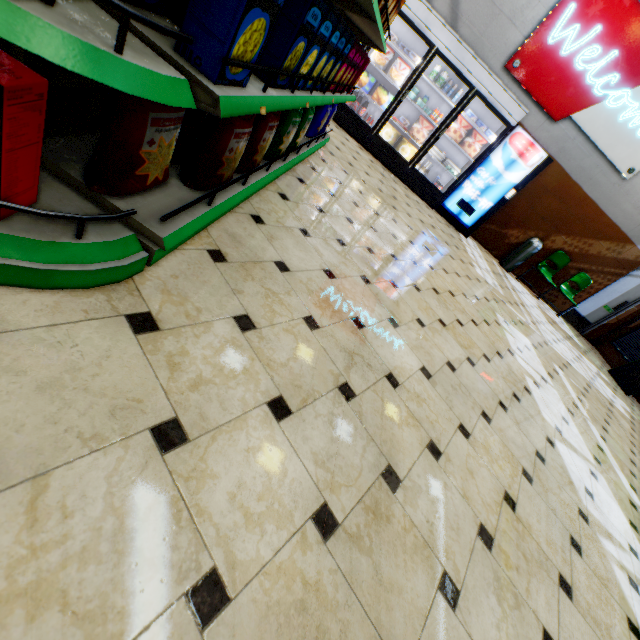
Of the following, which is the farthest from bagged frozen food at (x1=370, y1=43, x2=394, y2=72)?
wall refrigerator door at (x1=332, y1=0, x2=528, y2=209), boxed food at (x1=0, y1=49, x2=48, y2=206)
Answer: boxed food at (x1=0, y1=49, x2=48, y2=206)

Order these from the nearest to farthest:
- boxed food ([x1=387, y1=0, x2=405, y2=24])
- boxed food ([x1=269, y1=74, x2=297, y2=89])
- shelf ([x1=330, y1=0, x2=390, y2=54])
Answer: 1. boxed food ([x1=269, y1=74, x2=297, y2=89])
2. shelf ([x1=330, y1=0, x2=390, y2=54])
3. boxed food ([x1=387, y1=0, x2=405, y2=24])

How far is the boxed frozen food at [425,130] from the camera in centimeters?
654cm

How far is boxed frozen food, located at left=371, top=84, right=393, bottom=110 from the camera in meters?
6.3

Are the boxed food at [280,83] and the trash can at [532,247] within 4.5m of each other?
no

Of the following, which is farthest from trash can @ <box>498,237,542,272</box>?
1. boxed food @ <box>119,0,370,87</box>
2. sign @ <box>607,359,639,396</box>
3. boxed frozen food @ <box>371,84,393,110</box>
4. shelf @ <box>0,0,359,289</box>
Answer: boxed food @ <box>119,0,370,87</box>

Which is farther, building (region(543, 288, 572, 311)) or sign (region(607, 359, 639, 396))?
building (region(543, 288, 572, 311))

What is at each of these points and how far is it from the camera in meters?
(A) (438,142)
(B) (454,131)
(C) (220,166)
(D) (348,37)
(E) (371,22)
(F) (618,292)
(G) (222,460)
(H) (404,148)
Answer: (A) wall refrigerator door, 7.0 m
(B) boxed frozen food, 6.5 m
(C) packaged food, 1.7 m
(D) boxed food, 2.1 m
(E) shelf, 2.4 m
(F) door, 8.4 m
(G) building, 1.1 m
(H) boxed food, 6.8 m
